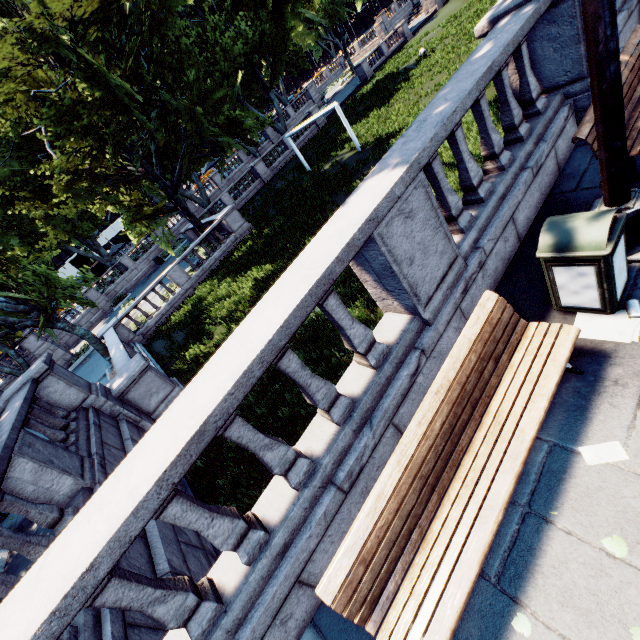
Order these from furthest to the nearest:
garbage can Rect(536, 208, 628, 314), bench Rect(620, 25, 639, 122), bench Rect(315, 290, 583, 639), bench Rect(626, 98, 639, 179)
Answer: bench Rect(620, 25, 639, 122)
bench Rect(626, 98, 639, 179)
garbage can Rect(536, 208, 628, 314)
bench Rect(315, 290, 583, 639)

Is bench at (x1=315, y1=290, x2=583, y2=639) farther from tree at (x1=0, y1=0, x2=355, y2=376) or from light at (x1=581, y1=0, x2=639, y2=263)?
tree at (x1=0, y1=0, x2=355, y2=376)

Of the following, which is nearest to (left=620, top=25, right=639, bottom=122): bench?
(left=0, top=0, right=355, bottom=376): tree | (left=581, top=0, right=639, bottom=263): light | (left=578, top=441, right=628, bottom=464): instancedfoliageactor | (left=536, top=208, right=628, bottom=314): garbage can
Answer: (left=581, top=0, right=639, bottom=263): light

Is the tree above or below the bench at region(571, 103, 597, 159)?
above

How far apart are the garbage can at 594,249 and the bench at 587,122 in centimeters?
160cm

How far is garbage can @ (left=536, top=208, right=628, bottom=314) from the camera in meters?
2.8

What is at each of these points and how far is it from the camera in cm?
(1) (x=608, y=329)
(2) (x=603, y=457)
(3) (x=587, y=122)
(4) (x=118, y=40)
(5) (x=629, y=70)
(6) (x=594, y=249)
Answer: (1) instancedfoliageactor, 314
(2) instancedfoliageactor, 254
(3) bench, 409
(4) tree, 1614
(5) bench, 453
(6) garbage can, 279

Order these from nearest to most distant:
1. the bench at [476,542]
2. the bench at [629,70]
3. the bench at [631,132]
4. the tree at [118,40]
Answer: the bench at [476,542] → the bench at [631,132] → the bench at [629,70] → the tree at [118,40]
